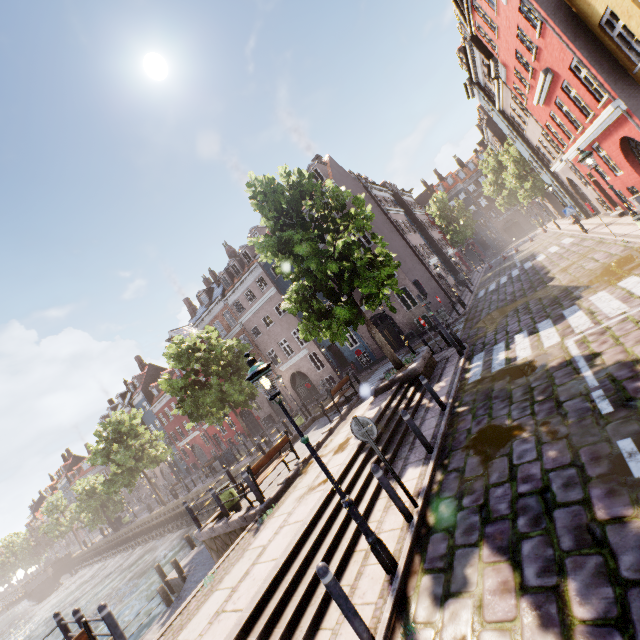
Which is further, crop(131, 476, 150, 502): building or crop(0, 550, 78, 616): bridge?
crop(131, 476, 150, 502): building

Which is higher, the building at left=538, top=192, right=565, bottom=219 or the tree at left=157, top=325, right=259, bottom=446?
the tree at left=157, top=325, right=259, bottom=446

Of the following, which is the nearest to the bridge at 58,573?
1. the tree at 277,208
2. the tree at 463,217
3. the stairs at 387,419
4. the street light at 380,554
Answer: the tree at 277,208

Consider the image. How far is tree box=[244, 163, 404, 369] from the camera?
12.0 meters

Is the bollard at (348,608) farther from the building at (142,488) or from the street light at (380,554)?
the building at (142,488)

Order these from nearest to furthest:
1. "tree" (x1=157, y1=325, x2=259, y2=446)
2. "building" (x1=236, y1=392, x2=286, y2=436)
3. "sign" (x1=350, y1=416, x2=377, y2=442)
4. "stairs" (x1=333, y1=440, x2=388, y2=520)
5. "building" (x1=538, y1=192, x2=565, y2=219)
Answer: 1. "sign" (x1=350, y1=416, x2=377, y2=442)
2. "stairs" (x1=333, y1=440, x2=388, y2=520)
3. "tree" (x1=157, y1=325, x2=259, y2=446)
4. "building" (x1=236, y1=392, x2=286, y2=436)
5. "building" (x1=538, y1=192, x2=565, y2=219)

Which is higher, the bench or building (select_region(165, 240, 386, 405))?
building (select_region(165, 240, 386, 405))

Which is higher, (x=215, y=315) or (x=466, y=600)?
(x=215, y=315)
